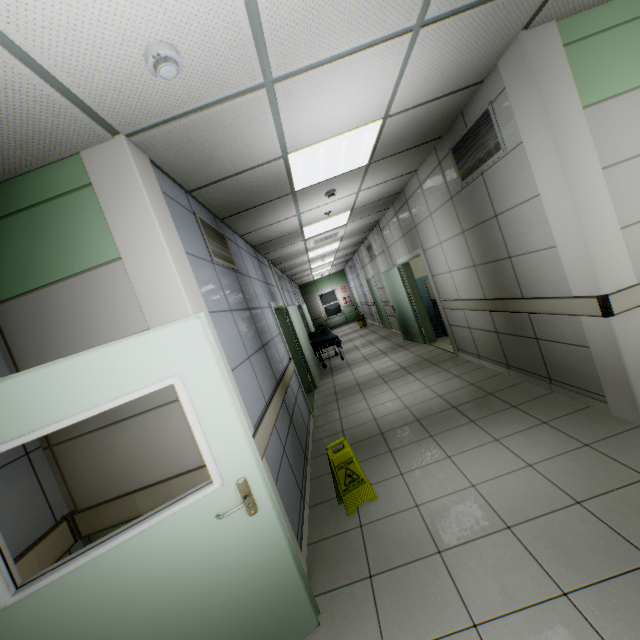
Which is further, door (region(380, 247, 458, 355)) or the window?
the window

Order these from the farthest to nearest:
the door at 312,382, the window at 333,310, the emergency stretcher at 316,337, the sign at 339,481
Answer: the window at 333,310 < the emergency stretcher at 316,337 < the door at 312,382 < the sign at 339,481

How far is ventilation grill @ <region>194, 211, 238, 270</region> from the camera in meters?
3.1

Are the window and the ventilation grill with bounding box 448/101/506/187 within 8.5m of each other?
no

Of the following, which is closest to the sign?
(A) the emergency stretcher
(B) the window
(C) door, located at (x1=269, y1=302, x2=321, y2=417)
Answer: (C) door, located at (x1=269, y1=302, x2=321, y2=417)

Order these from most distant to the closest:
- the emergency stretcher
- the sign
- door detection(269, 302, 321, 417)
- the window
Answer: the window, the emergency stretcher, door detection(269, 302, 321, 417), the sign

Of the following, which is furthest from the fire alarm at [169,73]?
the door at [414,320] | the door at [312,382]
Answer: the door at [414,320]

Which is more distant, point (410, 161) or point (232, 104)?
point (410, 161)
